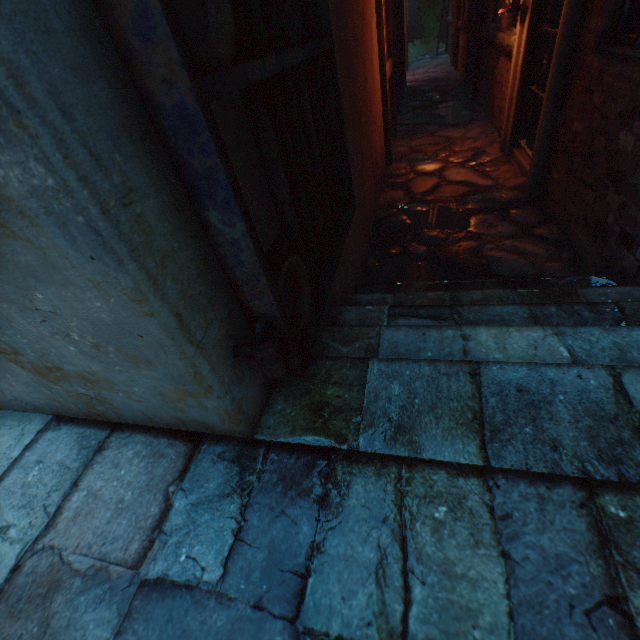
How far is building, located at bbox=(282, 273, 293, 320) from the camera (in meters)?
1.46

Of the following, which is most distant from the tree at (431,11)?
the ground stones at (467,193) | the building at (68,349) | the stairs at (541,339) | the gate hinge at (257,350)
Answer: the gate hinge at (257,350)

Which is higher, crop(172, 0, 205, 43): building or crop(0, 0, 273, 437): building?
crop(172, 0, 205, 43): building

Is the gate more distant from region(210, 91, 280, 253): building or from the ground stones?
the ground stones

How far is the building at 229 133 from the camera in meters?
1.0

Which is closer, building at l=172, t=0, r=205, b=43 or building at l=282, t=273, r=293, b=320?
building at l=172, t=0, r=205, b=43

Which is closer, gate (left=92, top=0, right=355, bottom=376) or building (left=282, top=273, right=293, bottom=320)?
gate (left=92, top=0, right=355, bottom=376)

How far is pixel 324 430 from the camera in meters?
1.1
